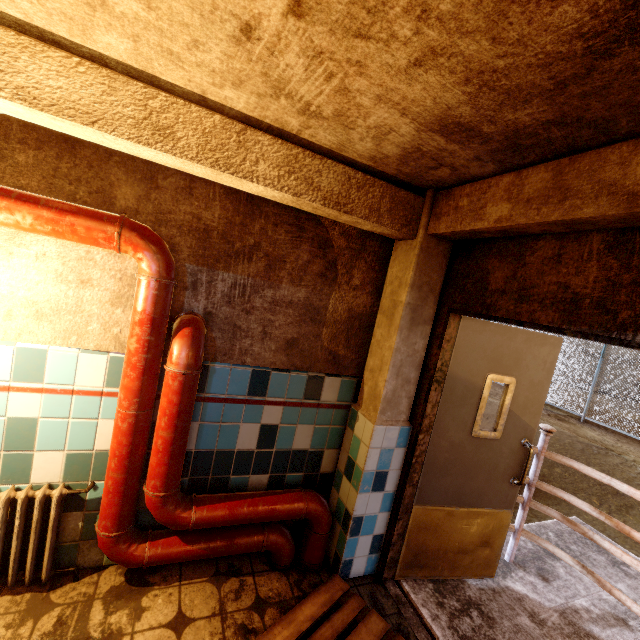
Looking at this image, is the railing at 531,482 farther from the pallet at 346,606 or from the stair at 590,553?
the pallet at 346,606

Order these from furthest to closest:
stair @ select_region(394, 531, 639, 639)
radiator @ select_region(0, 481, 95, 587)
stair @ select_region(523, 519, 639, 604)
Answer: stair @ select_region(523, 519, 639, 604) < stair @ select_region(394, 531, 639, 639) < radiator @ select_region(0, 481, 95, 587)

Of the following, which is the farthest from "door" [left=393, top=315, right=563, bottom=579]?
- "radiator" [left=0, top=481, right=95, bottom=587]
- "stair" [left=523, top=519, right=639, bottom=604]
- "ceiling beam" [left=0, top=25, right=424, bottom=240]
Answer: "radiator" [left=0, top=481, right=95, bottom=587]

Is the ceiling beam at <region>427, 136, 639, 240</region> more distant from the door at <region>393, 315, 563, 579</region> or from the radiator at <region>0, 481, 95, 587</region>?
the radiator at <region>0, 481, 95, 587</region>

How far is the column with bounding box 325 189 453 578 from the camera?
2.33m

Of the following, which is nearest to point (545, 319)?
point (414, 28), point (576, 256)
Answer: point (576, 256)

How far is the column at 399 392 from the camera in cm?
233

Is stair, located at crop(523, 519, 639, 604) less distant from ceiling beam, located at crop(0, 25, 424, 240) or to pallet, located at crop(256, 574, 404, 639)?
pallet, located at crop(256, 574, 404, 639)
